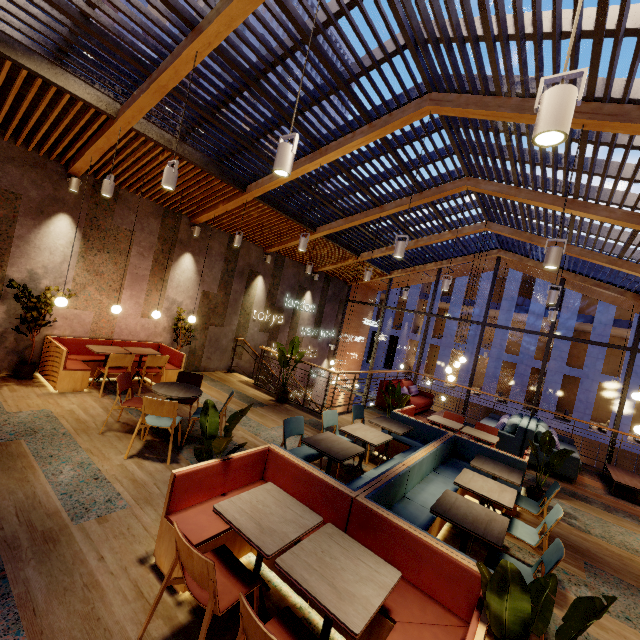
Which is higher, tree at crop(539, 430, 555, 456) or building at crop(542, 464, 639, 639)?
tree at crop(539, 430, 555, 456)

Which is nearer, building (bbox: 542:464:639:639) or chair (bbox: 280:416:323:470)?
building (bbox: 542:464:639:639)

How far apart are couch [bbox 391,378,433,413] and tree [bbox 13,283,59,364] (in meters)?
8.19

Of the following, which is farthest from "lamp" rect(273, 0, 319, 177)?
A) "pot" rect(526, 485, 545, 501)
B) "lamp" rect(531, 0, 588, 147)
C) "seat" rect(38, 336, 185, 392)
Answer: "pot" rect(526, 485, 545, 501)

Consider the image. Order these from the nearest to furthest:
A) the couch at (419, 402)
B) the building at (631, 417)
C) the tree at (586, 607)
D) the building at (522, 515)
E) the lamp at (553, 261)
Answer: the tree at (586, 607) < the lamp at (553, 261) < the building at (522, 515) < the couch at (419, 402) < the building at (631, 417)

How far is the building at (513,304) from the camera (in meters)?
13.14

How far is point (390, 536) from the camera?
2.7 meters

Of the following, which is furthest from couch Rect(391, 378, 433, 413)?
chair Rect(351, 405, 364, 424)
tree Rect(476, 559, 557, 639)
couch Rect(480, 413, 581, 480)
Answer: tree Rect(476, 559, 557, 639)
